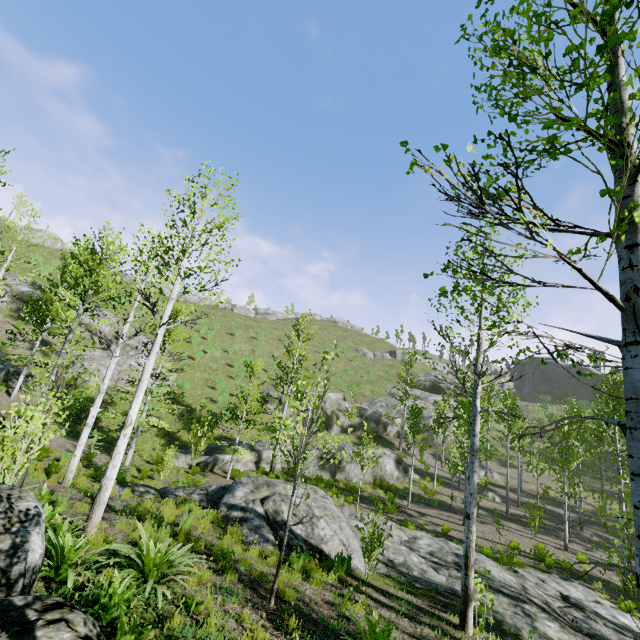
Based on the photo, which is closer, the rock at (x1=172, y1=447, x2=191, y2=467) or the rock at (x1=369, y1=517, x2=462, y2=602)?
the rock at (x1=369, y1=517, x2=462, y2=602)

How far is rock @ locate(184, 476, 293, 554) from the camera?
9.1m

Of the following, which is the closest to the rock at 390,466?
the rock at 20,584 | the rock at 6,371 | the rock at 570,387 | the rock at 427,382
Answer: the rock at 427,382

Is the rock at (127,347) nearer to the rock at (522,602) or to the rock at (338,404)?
the rock at (338,404)

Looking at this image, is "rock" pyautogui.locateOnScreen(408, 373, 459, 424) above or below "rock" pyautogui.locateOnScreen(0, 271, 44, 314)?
above

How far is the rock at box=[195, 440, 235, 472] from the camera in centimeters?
2022cm

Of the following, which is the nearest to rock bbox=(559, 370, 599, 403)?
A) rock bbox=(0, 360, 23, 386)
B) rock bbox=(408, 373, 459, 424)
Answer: rock bbox=(408, 373, 459, 424)

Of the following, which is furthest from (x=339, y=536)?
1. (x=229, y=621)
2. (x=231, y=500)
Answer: (x=229, y=621)
